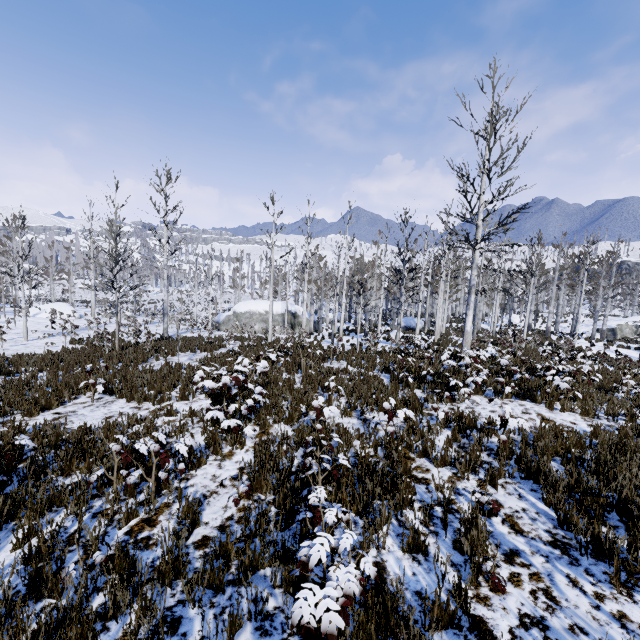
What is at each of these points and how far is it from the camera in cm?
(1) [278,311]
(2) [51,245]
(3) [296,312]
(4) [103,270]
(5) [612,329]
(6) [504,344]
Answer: (1) rock, 3381
(2) instancedfoliageactor, 4803
(3) rock, 3462
(4) instancedfoliageactor, 4572
(5) rock, 3519
(6) instancedfoliageactor, 1381

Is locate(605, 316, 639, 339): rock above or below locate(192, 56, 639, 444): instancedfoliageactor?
below

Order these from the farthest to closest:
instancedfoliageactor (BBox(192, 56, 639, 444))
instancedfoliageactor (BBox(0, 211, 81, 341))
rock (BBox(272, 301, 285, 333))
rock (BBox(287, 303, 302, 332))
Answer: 1. rock (BBox(287, 303, 302, 332))
2. rock (BBox(272, 301, 285, 333))
3. instancedfoliageactor (BBox(0, 211, 81, 341))
4. instancedfoliageactor (BBox(192, 56, 639, 444))

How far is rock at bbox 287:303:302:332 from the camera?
34.2 meters

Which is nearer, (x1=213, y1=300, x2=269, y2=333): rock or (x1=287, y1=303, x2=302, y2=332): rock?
(x1=213, y1=300, x2=269, y2=333): rock

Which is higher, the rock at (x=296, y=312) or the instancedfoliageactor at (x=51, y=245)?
the instancedfoliageactor at (x=51, y=245)

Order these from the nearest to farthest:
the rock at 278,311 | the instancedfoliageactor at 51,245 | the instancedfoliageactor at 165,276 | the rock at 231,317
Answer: the instancedfoliageactor at 51,245
the instancedfoliageactor at 165,276
the rock at 231,317
the rock at 278,311

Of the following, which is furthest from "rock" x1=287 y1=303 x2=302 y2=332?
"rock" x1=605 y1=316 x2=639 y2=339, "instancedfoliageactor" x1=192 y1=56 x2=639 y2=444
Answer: "rock" x1=605 y1=316 x2=639 y2=339
